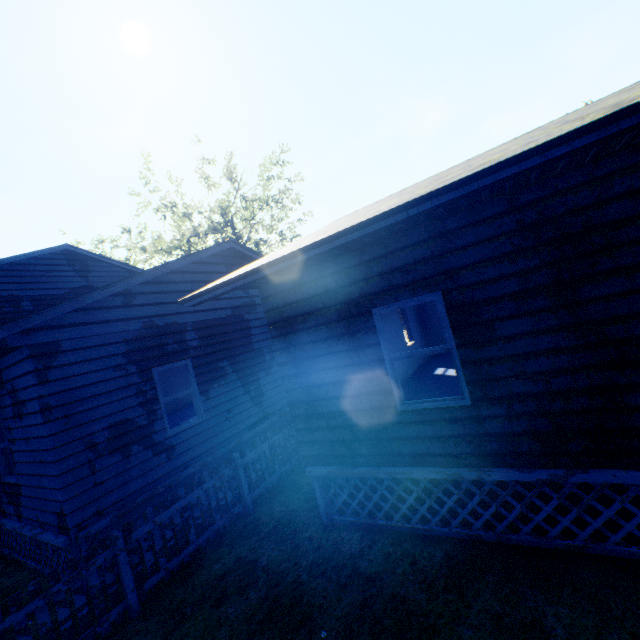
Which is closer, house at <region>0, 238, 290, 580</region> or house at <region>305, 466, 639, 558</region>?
house at <region>305, 466, 639, 558</region>

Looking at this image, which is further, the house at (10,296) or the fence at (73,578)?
the house at (10,296)

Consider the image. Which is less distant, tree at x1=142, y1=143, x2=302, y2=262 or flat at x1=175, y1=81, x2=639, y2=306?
flat at x1=175, y1=81, x2=639, y2=306

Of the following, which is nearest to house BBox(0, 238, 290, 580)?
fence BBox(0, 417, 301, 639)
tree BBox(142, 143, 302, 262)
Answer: fence BBox(0, 417, 301, 639)

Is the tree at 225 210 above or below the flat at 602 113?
above

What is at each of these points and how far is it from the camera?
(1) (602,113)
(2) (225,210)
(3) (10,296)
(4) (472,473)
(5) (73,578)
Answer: (1) flat, 2.7 meters
(2) tree, 31.4 meters
(3) house, 13.3 meters
(4) house, 4.3 meters
(5) fence, 4.4 meters

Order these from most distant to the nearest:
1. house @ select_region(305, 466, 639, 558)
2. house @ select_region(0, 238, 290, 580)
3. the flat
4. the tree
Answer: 1. the tree
2. house @ select_region(0, 238, 290, 580)
3. house @ select_region(305, 466, 639, 558)
4. the flat

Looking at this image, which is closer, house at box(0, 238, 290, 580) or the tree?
house at box(0, 238, 290, 580)
